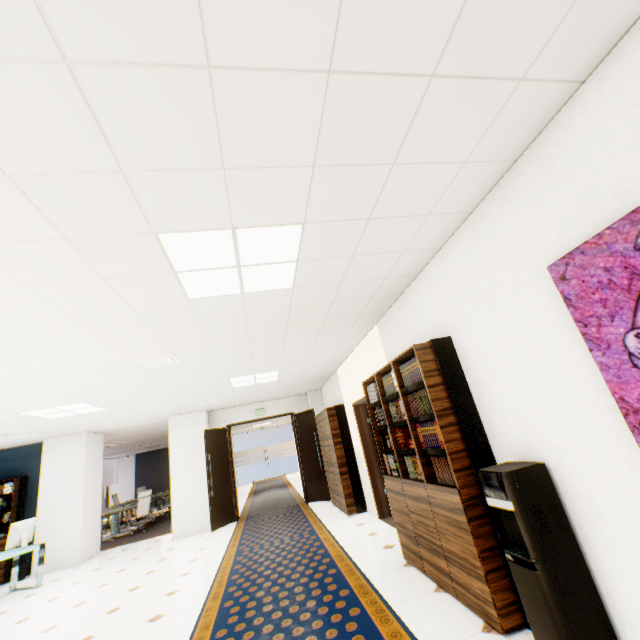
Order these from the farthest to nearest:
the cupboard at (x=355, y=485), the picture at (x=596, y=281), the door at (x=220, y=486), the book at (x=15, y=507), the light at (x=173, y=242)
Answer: the door at (x=220, y=486)
the book at (x=15, y=507)
the cupboard at (x=355, y=485)
the light at (x=173, y=242)
the picture at (x=596, y=281)

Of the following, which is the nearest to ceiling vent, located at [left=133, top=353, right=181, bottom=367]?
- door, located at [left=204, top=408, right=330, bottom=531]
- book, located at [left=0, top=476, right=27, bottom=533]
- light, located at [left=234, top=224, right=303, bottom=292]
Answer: light, located at [left=234, top=224, right=303, bottom=292]

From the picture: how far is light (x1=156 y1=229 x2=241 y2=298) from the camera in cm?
220

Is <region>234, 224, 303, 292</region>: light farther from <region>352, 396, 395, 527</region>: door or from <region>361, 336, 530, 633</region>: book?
<region>352, 396, 395, 527</region>: door

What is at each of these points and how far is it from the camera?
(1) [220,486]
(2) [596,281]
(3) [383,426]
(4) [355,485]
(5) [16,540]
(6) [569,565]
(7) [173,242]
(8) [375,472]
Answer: (1) door, 8.6m
(2) picture, 1.7m
(3) book, 4.1m
(4) cupboard, 6.8m
(5) monitor, 6.3m
(6) water cooler, 2.0m
(7) light, 2.2m
(8) door, 6.2m

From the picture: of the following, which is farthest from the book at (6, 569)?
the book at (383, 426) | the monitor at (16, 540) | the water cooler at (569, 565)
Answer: the water cooler at (569, 565)

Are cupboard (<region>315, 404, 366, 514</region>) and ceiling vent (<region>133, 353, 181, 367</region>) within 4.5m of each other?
yes

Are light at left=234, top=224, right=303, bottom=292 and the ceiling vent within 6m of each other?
yes
